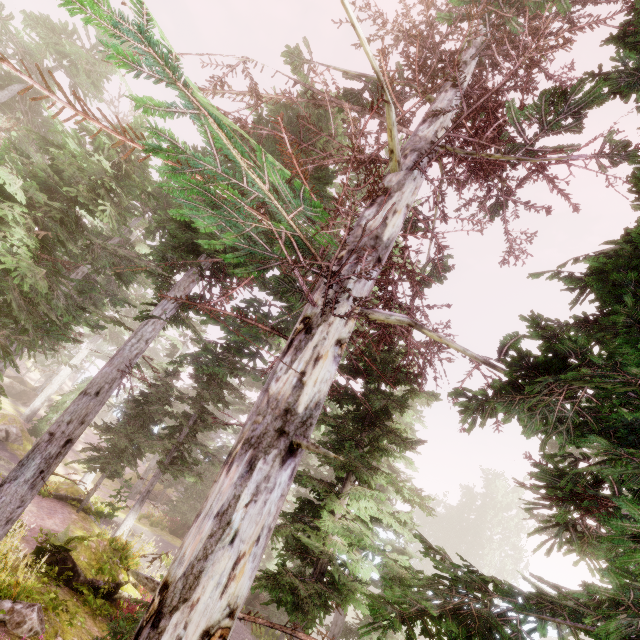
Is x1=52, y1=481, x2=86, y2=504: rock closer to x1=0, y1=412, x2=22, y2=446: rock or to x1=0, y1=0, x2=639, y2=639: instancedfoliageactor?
x1=0, y1=0, x2=639, y2=639: instancedfoliageactor

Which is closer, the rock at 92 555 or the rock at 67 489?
the rock at 92 555

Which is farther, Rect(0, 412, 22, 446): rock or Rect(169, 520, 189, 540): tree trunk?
Rect(0, 412, 22, 446): rock

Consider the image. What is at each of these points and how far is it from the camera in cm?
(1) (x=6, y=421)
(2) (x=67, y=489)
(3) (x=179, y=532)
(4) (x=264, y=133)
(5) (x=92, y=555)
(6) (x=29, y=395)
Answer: (1) rock, 2566
(2) rock, 1750
(3) tree trunk, 2316
(4) instancedfoliageactor, 602
(5) rock, 1037
(6) rock, 3838

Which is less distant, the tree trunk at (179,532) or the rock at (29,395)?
the tree trunk at (179,532)

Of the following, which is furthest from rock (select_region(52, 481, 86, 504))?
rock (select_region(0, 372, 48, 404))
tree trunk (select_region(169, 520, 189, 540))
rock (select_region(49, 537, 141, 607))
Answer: rock (select_region(0, 372, 48, 404))

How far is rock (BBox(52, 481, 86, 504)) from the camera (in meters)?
16.97

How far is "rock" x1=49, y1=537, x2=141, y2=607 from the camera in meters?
9.5
